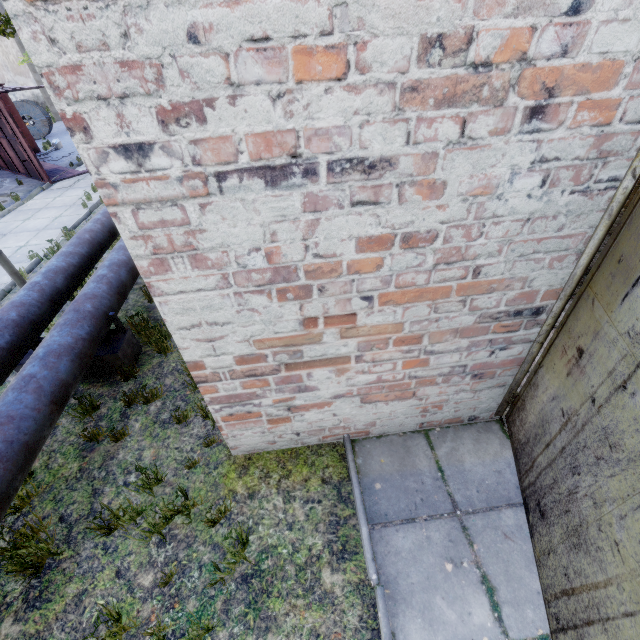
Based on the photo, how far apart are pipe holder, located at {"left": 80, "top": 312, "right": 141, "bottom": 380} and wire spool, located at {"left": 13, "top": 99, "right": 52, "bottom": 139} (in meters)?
23.44

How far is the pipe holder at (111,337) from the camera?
4.9m

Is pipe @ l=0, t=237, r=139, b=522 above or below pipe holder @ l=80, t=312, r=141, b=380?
above

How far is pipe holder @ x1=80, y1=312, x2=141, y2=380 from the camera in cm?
486

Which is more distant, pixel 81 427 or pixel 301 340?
pixel 81 427

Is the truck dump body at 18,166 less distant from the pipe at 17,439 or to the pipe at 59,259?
the pipe at 17,439

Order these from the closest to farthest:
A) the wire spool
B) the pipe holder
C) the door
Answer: the door → the pipe holder → the wire spool

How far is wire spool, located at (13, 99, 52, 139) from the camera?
19.5 meters
